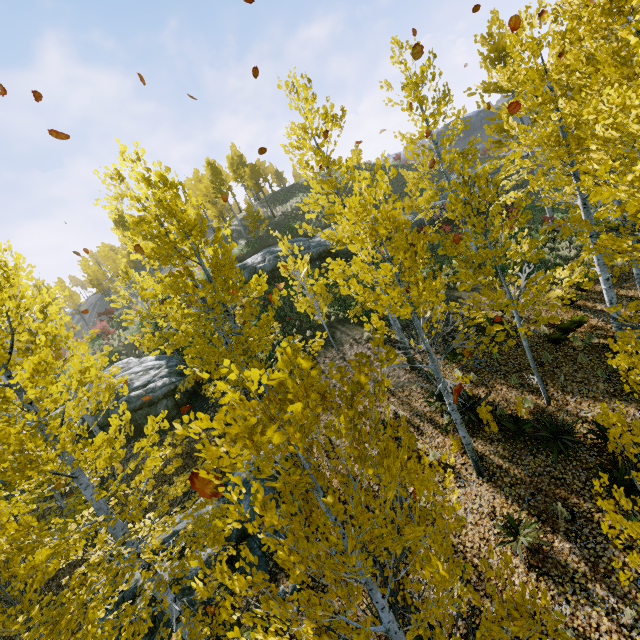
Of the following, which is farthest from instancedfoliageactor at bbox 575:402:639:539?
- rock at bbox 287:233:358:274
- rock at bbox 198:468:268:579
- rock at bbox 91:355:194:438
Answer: rock at bbox 287:233:358:274

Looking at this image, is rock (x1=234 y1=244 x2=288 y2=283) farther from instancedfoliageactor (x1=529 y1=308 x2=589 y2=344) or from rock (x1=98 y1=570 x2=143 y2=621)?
rock (x1=98 y1=570 x2=143 y2=621)

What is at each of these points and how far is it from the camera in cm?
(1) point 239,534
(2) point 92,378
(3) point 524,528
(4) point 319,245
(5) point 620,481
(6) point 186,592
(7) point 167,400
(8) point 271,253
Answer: (1) rock, 934
(2) instancedfoliageactor, 559
(3) instancedfoliageactor, 658
(4) rock, 2328
(5) instancedfoliageactor, 662
(6) rock, 806
(7) rock, 1516
(8) rock, 2475

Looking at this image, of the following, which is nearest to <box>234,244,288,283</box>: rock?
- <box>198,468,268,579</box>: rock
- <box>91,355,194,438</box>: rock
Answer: <box>91,355,194,438</box>: rock

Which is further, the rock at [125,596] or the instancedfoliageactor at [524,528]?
the rock at [125,596]

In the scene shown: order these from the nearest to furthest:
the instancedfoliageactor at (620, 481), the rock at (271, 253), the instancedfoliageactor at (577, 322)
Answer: the instancedfoliageactor at (620, 481) < the instancedfoliageactor at (577, 322) < the rock at (271, 253)

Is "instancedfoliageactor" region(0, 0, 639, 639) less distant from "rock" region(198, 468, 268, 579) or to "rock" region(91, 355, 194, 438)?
"rock" region(198, 468, 268, 579)
